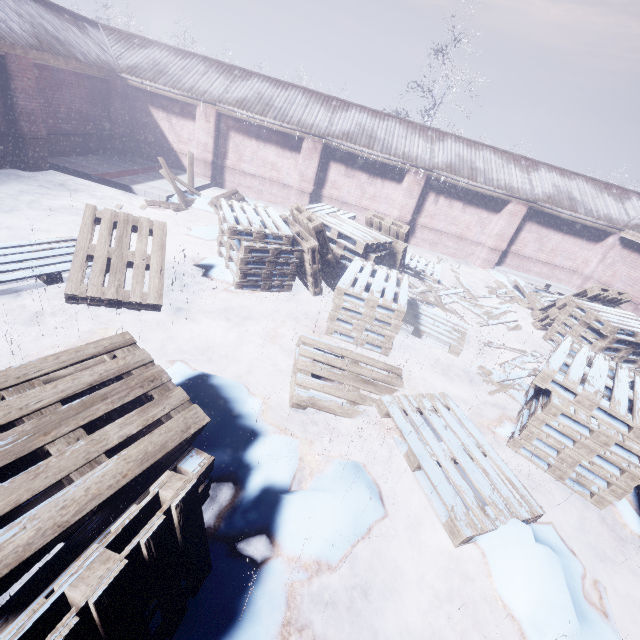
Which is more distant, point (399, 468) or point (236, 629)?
point (399, 468)

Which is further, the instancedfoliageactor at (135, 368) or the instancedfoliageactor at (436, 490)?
the instancedfoliageactor at (436, 490)

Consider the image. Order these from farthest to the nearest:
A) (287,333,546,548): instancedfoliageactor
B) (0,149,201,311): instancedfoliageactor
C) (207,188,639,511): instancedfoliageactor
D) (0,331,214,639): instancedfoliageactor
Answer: (0,149,201,311): instancedfoliageactor, (207,188,639,511): instancedfoliageactor, (287,333,546,548): instancedfoliageactor, (0,331,214,639): instancedfoliageactor

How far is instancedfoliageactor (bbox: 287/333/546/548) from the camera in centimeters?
275cm

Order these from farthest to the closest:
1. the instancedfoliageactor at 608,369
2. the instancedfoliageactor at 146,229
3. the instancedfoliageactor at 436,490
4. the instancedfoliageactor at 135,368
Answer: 1. the instancedfoliageactor at 146,229
2. the instancedfoliageactor at 608,369
3. the instancedfoliageactor at 436,490
4. the instancedfoliageactor at 135,368

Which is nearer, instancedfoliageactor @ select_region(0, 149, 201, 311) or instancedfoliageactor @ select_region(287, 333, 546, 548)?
instancedfoliageactor @ select_region(287, 333, 546, 548)

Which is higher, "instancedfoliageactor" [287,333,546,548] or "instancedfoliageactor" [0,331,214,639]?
"instancedfoliageactor" [0,331,214,639]
